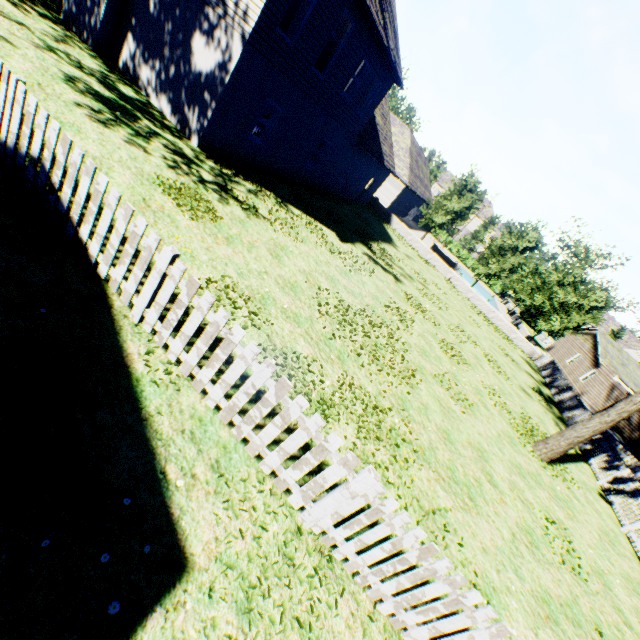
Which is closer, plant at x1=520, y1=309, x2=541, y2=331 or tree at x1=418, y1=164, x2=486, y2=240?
tree at x1=418, y1=164, x2=486, y2=240

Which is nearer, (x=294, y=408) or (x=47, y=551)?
(x=47, y=551)

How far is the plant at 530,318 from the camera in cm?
5194

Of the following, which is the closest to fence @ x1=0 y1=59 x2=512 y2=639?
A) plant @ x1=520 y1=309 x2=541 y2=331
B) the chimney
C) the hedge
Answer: plant @ x1=520 y1=309 x2=541 y2=331

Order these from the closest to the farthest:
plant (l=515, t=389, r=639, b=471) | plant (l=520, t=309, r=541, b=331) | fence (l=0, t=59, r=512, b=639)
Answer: fence (l=0, t=59, r=512, b=639) < plant (l=515, t=389, r=639, b=471) < plant (l=520, t=309, r=541, b=331)

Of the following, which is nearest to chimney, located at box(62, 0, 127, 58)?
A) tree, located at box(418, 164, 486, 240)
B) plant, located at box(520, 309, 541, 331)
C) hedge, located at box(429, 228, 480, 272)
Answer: tree, located at box(418, 164, 486, 240)

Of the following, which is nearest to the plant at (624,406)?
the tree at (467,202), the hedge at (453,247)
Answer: the tree at (467,202)

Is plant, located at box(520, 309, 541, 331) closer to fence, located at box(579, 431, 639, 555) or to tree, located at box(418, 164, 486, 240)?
fence, located at box(579, 431, 639, 555)
